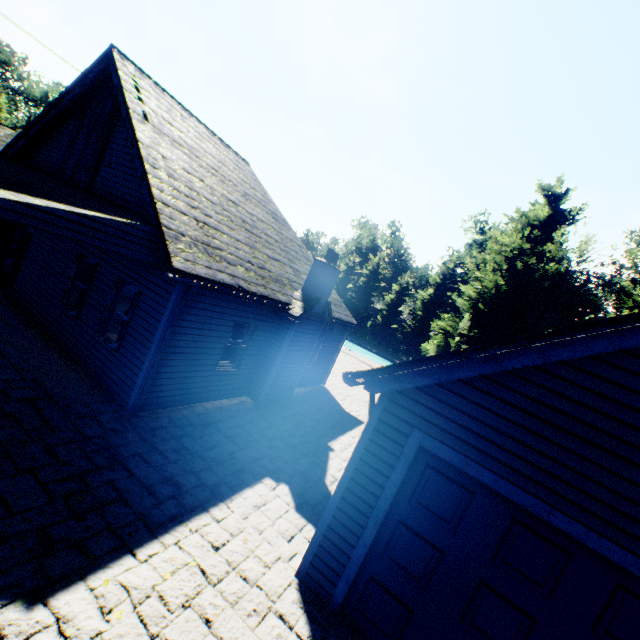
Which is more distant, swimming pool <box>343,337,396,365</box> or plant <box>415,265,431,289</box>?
plant <box>415,265,431,289</box>

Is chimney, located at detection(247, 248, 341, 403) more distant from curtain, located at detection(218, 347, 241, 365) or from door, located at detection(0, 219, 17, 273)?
door, located at detection(0, 219, 17, 273)

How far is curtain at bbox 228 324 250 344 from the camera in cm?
953

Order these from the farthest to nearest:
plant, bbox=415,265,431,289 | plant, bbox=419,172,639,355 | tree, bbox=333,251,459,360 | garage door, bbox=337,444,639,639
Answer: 1. plant, bbox=415,265,431,289
2. tree, bbox=333,251,459,360
3. plant, bbox=419,172,639,355
4. garage door, bbox=337,444,639,639

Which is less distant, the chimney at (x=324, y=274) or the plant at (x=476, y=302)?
the chimney at (x=324, y=274)

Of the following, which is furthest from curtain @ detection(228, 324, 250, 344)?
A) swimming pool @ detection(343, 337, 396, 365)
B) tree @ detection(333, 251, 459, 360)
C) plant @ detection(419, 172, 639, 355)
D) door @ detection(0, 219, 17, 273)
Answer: swimming pool @ detection(343, 337, 396, 365)

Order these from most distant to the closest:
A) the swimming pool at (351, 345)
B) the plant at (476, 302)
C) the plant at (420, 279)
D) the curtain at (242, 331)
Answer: the plant at (420, 279), the swimming pool at (351, 345), the plant at (476, 302), the curtain at (242, 331)

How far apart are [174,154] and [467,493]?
9.72m
